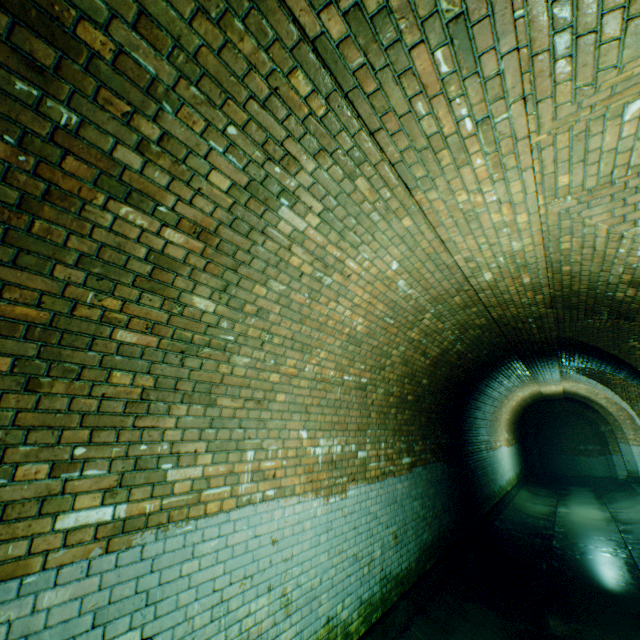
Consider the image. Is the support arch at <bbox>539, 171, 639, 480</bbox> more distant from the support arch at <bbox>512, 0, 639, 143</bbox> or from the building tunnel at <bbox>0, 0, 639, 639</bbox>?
the support arch at <bbox>512, 0, 639, 143</bbox>

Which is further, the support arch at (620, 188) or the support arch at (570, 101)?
the support arch at (620, 188)

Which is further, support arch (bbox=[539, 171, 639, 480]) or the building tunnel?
support arch (bbox=[539, 171, 639, 480])

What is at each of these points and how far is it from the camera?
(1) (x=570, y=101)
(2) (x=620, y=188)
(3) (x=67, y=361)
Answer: (1) support arch, 1.92m
(2) support arch, 2.64m
(3) building tunnel, 1.91m

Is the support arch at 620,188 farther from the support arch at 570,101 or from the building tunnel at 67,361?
the support arch at 570,101

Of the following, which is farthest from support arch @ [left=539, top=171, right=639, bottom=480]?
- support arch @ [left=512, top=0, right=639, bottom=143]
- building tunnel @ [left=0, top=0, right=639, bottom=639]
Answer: support arch @ [left=512, top=0, right=639, bottom=143]
